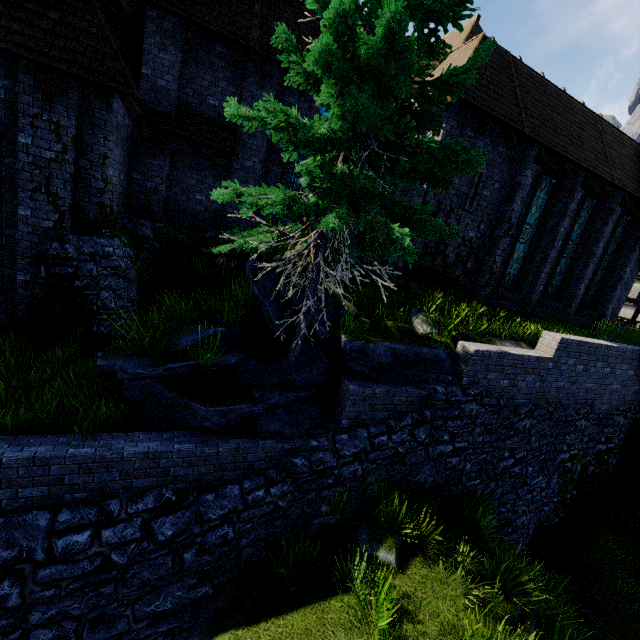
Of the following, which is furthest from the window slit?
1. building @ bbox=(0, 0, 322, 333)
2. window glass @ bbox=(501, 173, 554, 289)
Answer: window glass @ bbox=(501, 173, 554, 289)

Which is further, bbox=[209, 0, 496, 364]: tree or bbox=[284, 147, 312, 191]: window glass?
bbox=[284, 147, 312, 191]: window glass

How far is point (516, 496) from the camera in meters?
9.4

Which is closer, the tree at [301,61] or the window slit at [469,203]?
the tree at [301,61]

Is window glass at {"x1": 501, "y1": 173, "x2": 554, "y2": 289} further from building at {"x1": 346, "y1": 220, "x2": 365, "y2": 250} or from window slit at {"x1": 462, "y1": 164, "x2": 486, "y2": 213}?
window slit at {"x1": 462, "y1": 164, "x2": 486, "y2": 213}

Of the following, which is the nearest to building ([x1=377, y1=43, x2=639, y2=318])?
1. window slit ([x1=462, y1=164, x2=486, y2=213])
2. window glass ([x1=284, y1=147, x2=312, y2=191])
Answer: window slit ([x1=462, y1=164, x2=486, y2=213])

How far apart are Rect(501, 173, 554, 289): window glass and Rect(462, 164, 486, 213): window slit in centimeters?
247cm

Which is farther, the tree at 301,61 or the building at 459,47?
the building at 459,47
